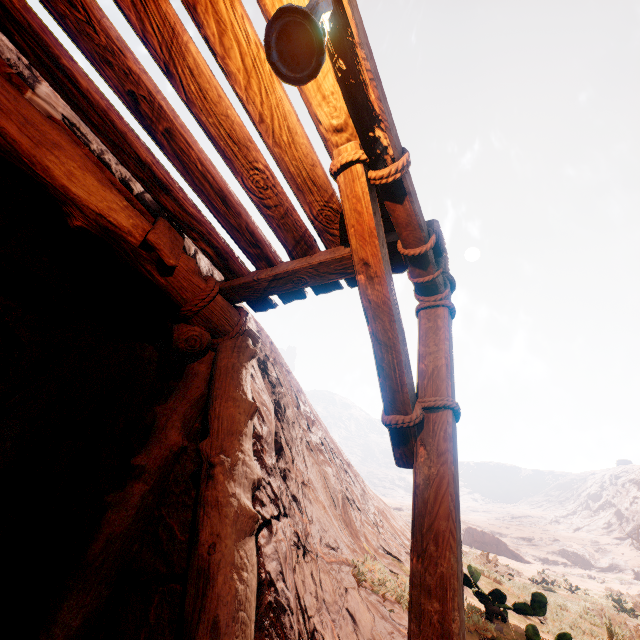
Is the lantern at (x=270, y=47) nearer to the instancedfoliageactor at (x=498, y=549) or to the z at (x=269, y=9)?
the z at (x=269, y=9)

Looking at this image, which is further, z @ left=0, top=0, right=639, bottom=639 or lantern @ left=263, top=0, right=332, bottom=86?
z @ left=0, top=0, right=639, bottom=639

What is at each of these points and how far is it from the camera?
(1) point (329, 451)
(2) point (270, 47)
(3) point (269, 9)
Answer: (1) z, 6.0m
(2) lantern, 1.2m
(3) z, 1.8m

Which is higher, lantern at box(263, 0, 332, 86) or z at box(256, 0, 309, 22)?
z at box(256, 0, 309, 22)

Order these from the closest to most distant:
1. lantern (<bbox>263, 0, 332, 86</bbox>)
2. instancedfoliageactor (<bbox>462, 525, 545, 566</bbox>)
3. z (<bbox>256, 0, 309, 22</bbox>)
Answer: lantern (<bbox>263, 0, 332, 86</bbox>) → z (<bbox>256, 0, 309, 22</bbox>) → instancedfoliageactor (<bbox>462, 525, 545, 566</bbox>)

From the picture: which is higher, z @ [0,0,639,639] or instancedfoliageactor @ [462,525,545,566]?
instancedfoliageactor @ [462,525,545,566]

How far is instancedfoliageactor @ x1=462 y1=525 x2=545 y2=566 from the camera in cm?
3681

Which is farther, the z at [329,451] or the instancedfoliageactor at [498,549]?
the instancedfoliageactor at [498,549]
